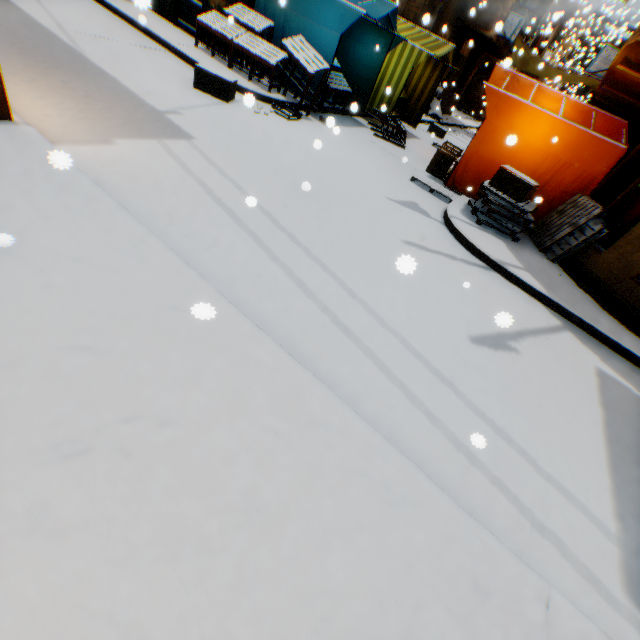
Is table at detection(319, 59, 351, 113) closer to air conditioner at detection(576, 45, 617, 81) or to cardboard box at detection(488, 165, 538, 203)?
cardboard box at detection(488, 165, 538, 203)

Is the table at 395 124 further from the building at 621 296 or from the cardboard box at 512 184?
the cardboard box at 512 184

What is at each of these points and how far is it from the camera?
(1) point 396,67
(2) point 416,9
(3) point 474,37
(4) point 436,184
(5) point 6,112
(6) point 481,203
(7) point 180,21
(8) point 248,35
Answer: (1) tent, 9.9m
(2) building, 14.2m
(3) building, 16.6m
(4) wooden pallet, 7.9m
(5) building, 3.1m
(6) wooden pallet, 6.9m
(7) building, 8.8m
(8) table, 7.7m

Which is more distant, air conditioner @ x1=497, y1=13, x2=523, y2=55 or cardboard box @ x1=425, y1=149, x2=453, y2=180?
air conditioner @ x1=497, y1=13, x2=523, y2=55

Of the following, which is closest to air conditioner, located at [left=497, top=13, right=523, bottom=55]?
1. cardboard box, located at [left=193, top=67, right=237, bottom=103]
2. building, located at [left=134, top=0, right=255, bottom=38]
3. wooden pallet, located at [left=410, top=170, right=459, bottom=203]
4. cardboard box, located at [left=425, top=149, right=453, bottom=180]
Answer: building, located at [left=134, top=0, right=255, bottom=38]

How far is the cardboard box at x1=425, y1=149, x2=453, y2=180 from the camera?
8.2 meters

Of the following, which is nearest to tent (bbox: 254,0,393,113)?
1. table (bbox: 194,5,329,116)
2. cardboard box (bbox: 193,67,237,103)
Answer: table (bbox: 194,5,329,116)

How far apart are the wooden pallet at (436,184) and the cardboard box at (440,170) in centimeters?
1cm
